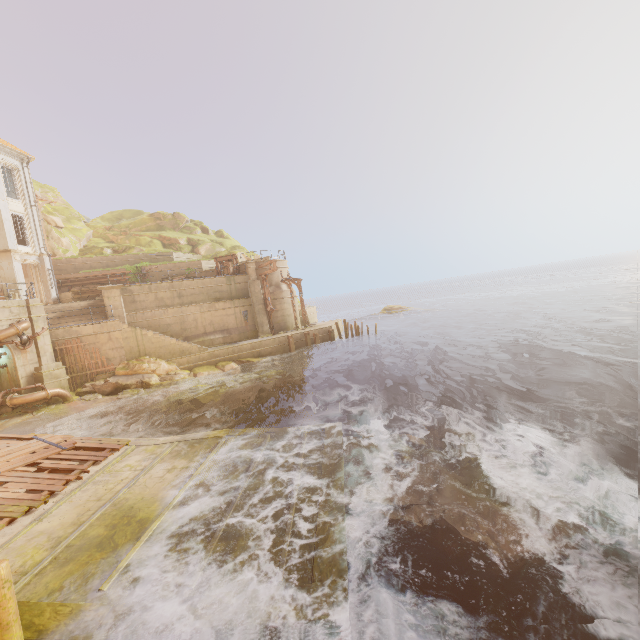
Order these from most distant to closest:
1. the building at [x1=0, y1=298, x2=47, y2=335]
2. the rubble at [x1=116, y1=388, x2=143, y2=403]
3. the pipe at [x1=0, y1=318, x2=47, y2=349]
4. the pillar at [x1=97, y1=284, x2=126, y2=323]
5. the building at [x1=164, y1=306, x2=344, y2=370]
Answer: the building at [x1=164, y1=306, x2=344, y2=370], the pillar at [x1=97, y1=284, x2=126, y2=323], the rubble at [x1=116, y1=388, x2=143, y2=403], the building at [x1=0, y1=298, x2=47, y2=335], the pipe at [x1=0, y1=318, x2=47, y2=349]

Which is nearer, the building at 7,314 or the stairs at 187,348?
the building at 7,314

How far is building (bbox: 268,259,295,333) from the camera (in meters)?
30.30

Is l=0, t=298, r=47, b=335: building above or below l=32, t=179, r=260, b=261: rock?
below

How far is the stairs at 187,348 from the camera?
22.0 meters

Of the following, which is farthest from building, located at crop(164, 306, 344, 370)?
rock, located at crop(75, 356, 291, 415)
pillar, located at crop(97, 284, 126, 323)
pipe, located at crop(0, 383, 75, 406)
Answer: pipe, located at crop(0, 383, 75, 406)

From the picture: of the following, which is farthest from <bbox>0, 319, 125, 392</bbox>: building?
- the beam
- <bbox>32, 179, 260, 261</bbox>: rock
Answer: the beam

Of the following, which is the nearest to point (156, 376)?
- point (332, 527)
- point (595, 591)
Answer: point (332, 527)
